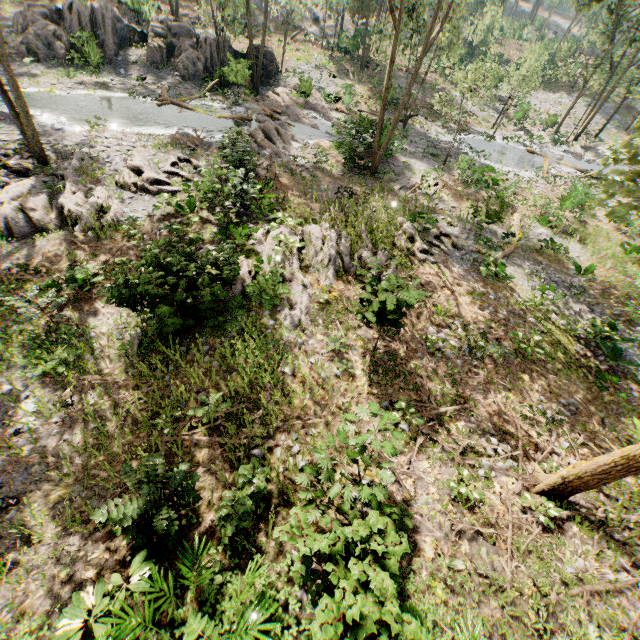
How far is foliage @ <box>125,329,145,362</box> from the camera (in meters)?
9.08

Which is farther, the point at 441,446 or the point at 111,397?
the point at 441,446

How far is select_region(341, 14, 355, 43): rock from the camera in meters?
35.0

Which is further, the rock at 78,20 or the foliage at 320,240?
the rock at 78,20

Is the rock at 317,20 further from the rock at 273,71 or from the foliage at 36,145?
the rock at 273,71

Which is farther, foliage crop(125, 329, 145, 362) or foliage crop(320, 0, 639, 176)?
foliage crop(320, 0, 639, 176)

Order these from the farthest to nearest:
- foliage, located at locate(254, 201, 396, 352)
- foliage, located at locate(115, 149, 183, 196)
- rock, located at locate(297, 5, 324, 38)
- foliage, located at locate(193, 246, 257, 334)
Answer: rock, located at locate(297, 5, 324, 38), foliage, located at locate(115, 149, 183, 196), foliage, located at locate(254, 201, 396, 352), foliage, located at locate(193, 246, 257, 334)

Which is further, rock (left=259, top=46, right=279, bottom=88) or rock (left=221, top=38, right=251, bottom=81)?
rock (left=259, top=46, right=279, bottom=88)
